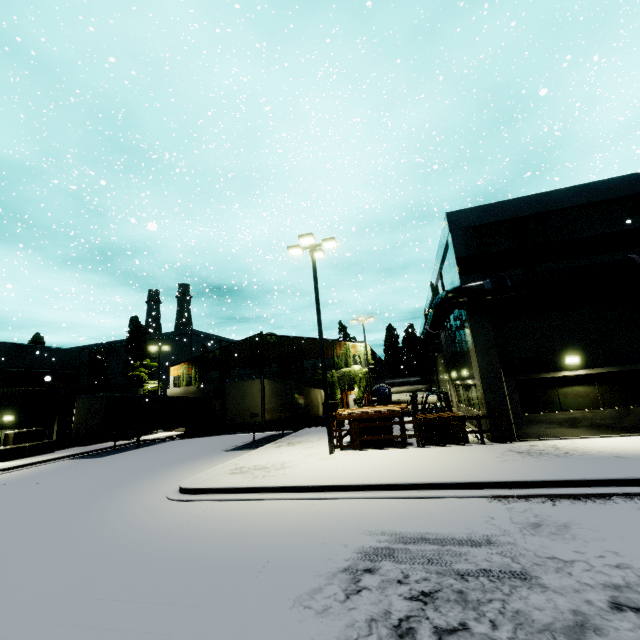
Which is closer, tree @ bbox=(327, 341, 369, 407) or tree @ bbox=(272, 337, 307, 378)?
tree @ bbox=(327, 341, 369, 407)

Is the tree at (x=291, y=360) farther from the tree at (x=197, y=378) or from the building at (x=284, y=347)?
the tree at (x=197, y=378)

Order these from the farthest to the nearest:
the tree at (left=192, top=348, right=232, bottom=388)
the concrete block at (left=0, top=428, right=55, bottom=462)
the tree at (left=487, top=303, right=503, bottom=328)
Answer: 1. the tree at (left=192, top=348, right=232, bottom=388)
2. the concrete block at (left=0, top=428, right=55, bottom=462)
3. the tree at (left=487, top=303, right=503, bottom=328)

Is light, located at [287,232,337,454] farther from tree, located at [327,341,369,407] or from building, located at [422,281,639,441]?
building, located at [422,281,639,441]

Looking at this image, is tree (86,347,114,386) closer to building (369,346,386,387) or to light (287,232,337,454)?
building (369,346,386,387)

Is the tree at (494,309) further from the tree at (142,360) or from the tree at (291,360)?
the tree at (142,360)

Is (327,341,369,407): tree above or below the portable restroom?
above

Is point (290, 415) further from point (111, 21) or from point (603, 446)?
point (111, 21)
